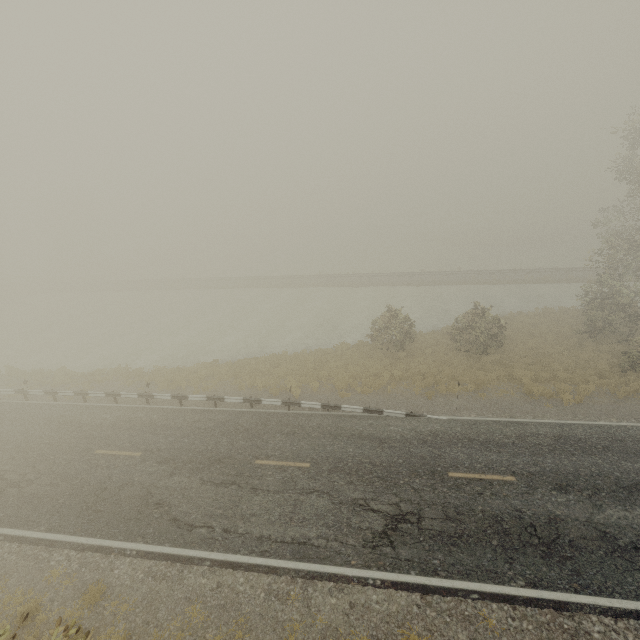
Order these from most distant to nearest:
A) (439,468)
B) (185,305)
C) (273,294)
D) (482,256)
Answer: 1. (482,256)
2. (273,294)
3. (185,305)
4. (439,468)
